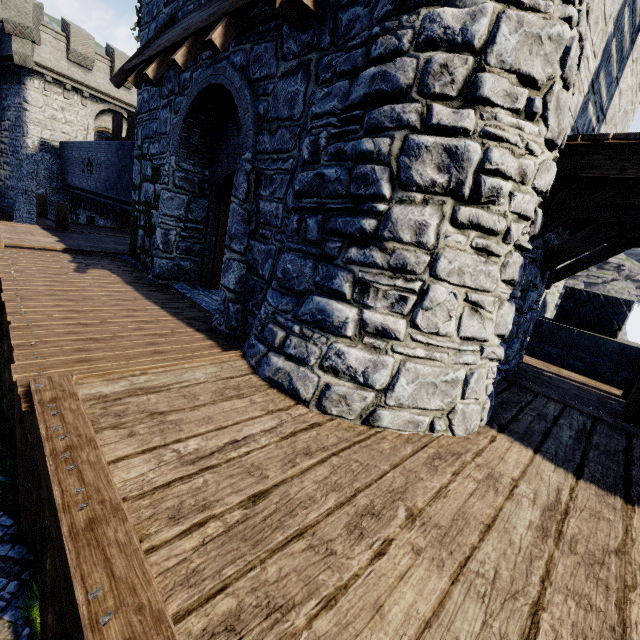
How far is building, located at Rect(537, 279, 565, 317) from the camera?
Answer: 8.6 meters

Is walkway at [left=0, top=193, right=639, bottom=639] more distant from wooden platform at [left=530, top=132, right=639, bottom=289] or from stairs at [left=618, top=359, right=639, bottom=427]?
wooden platform at [left=530, top=132, right=639, bottom=289]

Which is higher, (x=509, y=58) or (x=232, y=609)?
(x=509, y=58)

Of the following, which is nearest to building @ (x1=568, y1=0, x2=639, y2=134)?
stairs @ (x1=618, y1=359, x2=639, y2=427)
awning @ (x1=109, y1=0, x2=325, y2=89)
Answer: awning @ (x1=109, y1=0, x2=325, y2=89)

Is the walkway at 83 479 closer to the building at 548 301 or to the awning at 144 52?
the building at 548 301

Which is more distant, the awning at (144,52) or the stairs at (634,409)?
the stairs at (634,409)

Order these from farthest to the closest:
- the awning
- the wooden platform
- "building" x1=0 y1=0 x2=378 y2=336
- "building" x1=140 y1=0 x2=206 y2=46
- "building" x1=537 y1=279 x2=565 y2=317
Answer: "building" x1=537 y1=279 x2=565 y2=317 < "building" x1=140 y1=0 x2=206 y2=46 < "building" x1=0 y1=0 x2=378 y2=336 < the awning < the wooden platform

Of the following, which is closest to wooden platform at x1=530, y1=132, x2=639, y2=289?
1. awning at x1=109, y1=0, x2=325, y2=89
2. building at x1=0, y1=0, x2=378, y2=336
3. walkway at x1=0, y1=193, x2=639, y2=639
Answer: building at x1=0, y1=0, x2=378, y2=336
